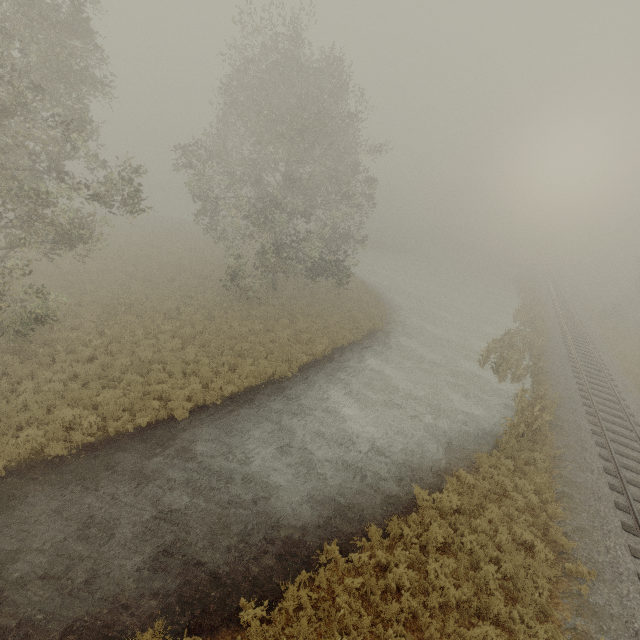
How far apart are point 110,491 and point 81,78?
17.7m

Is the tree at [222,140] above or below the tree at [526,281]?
above

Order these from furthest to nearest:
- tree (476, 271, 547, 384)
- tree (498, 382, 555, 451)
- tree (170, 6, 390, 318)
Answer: tree (476, 271, 547, 384) → tree (170, 6, 390, 318) → tree (498, 382, 555, 451)

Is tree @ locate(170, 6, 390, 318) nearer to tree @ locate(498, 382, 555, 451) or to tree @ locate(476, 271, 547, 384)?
tree @ locate(476, 271, 547, 384)

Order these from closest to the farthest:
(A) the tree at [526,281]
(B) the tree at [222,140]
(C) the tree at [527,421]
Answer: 1. (C) the tree at [527,421]
2. (B) the tree at [222,140]
3. (A) the tree at [526,281]

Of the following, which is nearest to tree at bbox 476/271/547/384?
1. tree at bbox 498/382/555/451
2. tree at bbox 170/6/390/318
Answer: tree at bbox 498/382/555/451

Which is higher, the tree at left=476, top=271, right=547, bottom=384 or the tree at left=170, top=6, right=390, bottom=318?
the tree at left=170, top=6, right=390, bottom=318

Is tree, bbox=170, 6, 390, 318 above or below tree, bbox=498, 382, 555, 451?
above
